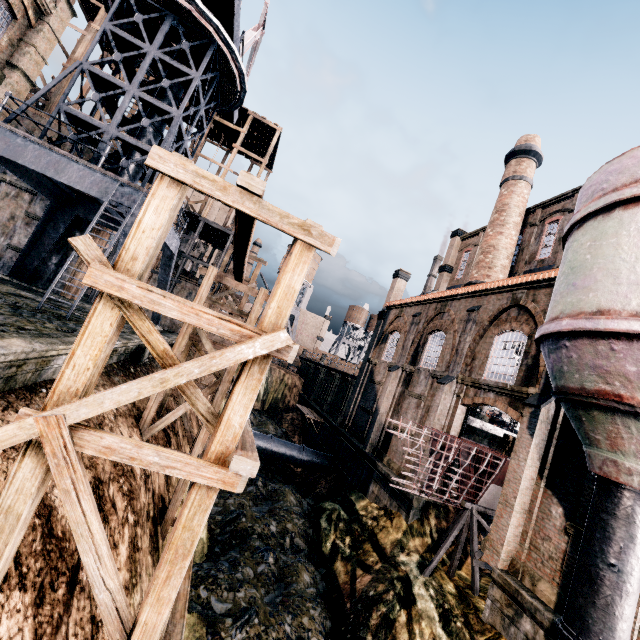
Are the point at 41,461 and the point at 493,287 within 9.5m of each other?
no

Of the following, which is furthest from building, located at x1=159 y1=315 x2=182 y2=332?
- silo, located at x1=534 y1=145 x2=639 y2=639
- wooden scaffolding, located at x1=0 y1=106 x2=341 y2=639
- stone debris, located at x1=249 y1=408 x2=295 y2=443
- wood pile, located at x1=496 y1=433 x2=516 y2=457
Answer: wooden scaffolding, located at x1=0 y1=106 x2=341 y2=639

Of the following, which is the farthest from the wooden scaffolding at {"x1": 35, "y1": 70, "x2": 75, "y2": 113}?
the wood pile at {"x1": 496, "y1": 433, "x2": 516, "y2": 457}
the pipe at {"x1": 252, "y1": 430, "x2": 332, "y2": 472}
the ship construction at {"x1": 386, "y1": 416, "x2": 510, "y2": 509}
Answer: the wood pile at {"x1": 496, "y1": 433, "x2": 516, "y2": 457}

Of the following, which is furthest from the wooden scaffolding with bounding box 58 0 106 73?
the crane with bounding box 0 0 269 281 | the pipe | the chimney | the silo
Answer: the silo

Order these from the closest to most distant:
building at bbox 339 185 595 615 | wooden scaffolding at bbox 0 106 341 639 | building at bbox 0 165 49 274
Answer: wooden scaffolding at bbox 0 106 341 639 → building at bbox 339 185 595 615 → building at bbox 0 165 49 274

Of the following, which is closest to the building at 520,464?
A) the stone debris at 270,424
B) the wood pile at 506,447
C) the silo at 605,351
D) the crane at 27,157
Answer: the silo at 605,351

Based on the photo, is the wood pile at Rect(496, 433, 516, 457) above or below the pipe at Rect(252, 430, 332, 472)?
above

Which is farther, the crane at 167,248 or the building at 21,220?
the building at 21,220
